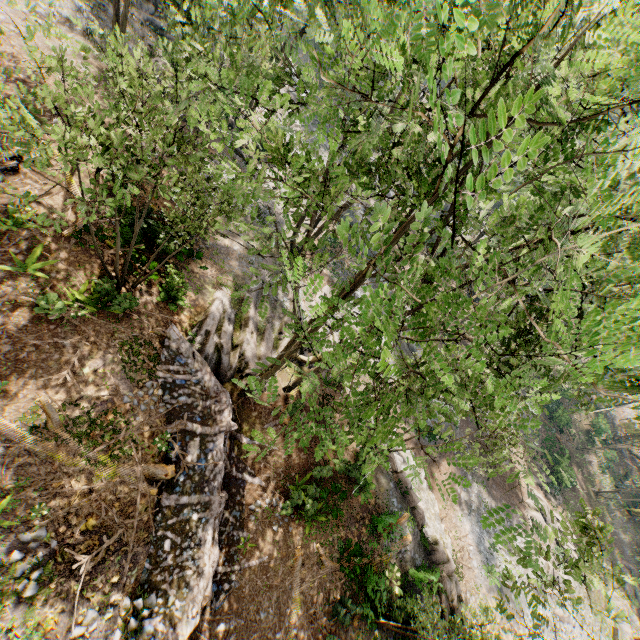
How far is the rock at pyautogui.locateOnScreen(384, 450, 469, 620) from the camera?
17.83m

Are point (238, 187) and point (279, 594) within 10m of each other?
no

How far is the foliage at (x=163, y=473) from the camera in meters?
10.9 m

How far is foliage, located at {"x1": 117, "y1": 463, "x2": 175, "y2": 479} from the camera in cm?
1095

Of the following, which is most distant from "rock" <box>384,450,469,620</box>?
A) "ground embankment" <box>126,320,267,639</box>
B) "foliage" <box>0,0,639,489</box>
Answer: "ground embankment" <box>126,320,267,639</box>

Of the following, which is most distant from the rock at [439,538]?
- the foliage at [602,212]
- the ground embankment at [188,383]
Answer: the ground embankment at [188,383]
